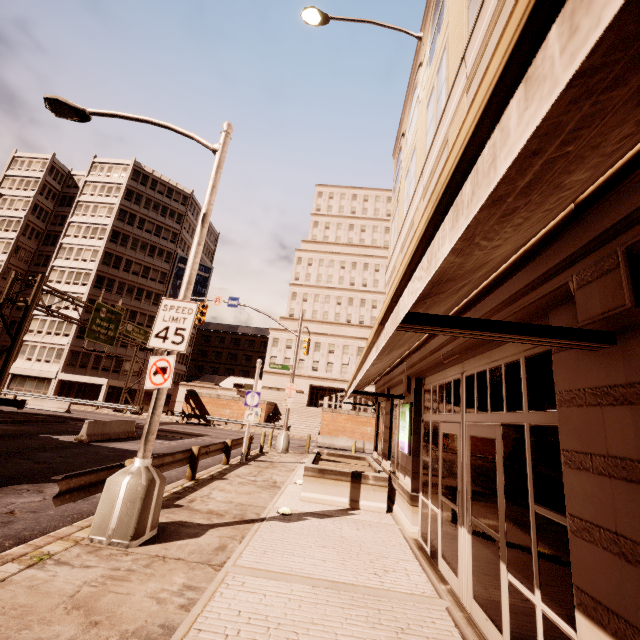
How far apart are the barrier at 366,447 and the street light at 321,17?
26.25m

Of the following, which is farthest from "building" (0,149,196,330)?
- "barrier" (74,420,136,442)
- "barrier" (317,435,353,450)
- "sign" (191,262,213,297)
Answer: "barrier" (317,435,353,450)

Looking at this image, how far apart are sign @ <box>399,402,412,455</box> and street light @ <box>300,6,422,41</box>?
14.5m

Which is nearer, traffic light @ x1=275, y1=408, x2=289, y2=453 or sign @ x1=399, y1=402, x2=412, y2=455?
sign @ x1=399, y1=402, x2=412, y2=455

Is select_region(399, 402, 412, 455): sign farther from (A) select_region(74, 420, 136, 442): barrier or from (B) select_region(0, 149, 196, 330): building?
(B) select_region(0, 149, 196, 330): building

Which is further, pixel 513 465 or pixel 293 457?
pixel 293 457

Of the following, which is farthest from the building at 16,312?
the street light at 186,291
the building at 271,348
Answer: the street light at 186,291

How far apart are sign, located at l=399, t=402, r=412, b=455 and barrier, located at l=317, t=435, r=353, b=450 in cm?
1969
